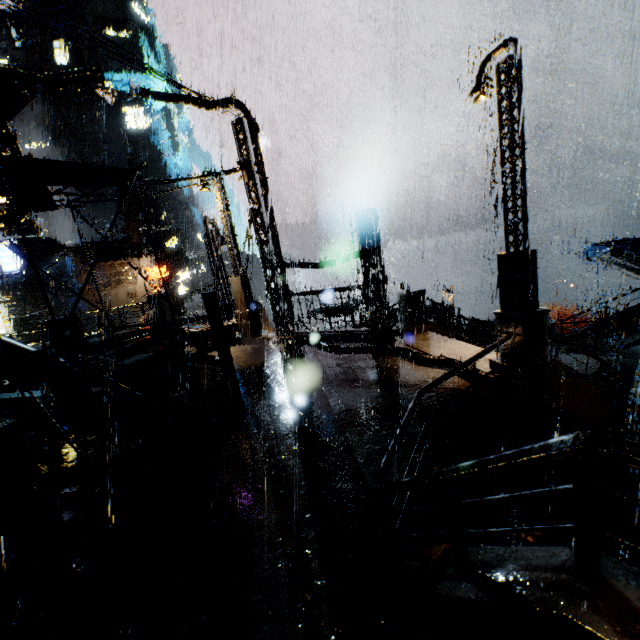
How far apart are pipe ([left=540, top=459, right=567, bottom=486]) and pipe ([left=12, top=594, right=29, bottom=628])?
8.8m

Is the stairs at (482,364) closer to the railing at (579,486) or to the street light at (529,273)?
the railing at (579,486)

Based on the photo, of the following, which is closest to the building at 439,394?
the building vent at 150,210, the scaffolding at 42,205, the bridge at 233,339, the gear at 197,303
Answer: the bridge at 233,339

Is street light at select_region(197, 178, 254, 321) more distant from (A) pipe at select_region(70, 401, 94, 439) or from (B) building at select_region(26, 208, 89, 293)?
(A) pipe at select_region(70, 401, 94, 439)

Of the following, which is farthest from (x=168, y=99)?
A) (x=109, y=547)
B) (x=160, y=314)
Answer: (x=109, y=547)

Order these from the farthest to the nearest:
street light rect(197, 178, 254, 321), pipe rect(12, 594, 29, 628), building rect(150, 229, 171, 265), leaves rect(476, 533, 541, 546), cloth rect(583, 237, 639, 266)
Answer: building rect(150, 229, 171, 265) → cloth rect(583, 237, 639, 266) → street light rect(197, 178, 254, 321) → leaves rect(476, 533, 541, 546) → pipe rect(12, 594, 29, 628)

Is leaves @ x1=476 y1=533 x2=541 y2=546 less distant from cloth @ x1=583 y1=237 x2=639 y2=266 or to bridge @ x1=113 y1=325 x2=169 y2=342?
bridge @ x1=113 y1=325 x2=169 y2=342

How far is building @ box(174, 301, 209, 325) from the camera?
20.27m
